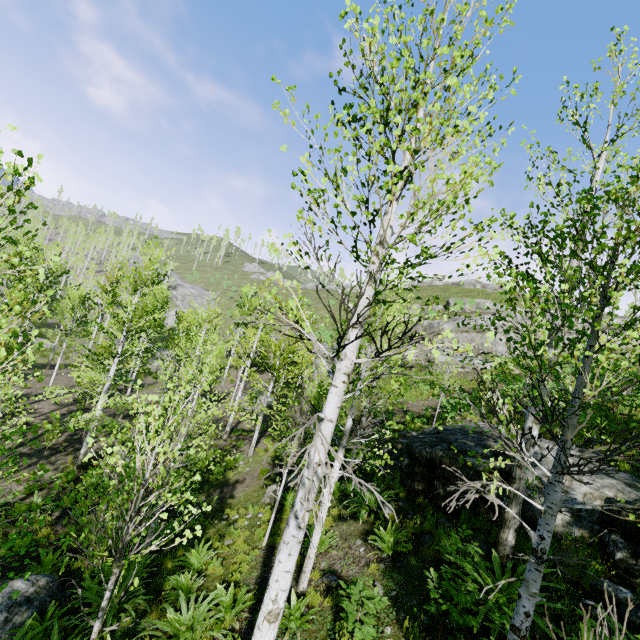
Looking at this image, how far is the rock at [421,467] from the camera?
8.2 meters

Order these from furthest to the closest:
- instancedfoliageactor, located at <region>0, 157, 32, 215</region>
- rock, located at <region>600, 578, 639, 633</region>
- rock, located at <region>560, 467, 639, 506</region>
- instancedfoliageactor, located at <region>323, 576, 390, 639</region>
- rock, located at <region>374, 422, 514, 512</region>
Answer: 1. rock, located at <region>374, 422, 514, 512</region>
2. rock, located at <region>560, 467, 639, 506</region>
3. instancedfoliageactor, located at <region>323, 576, 390, 639</region>
4. rock, located at <region>600, 578, 639, 633</region>
5. instancedfoliageactor, located at <region>0, 157, 32, 215</region>

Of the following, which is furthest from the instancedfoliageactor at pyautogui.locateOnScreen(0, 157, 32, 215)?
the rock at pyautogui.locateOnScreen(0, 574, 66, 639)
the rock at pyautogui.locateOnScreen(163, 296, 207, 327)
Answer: the rock at pyautogui.locateOnScreen(163, 296, 207, 327)

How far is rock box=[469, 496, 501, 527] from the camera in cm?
739

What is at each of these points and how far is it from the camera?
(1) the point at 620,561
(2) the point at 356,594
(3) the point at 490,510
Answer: (1) rock, 5.48m
(2) instancedfoliageactor, 5.25m
(3) rock, 7.54m
